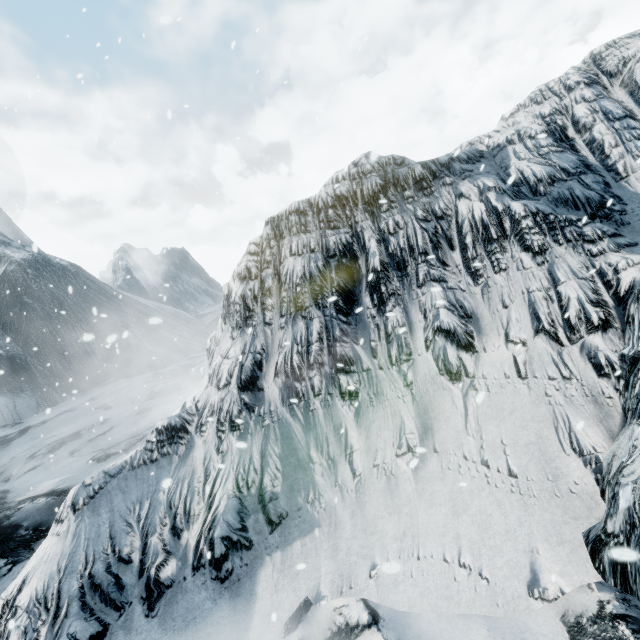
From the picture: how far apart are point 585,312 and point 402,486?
3.2m
